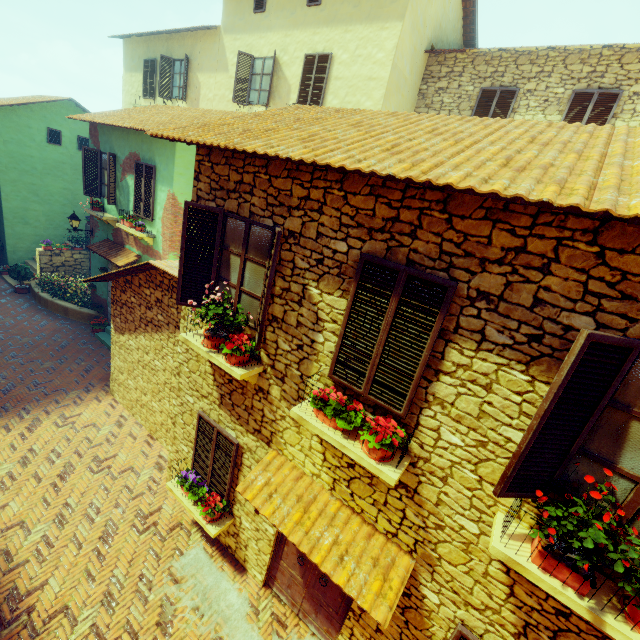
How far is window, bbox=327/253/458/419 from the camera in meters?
3.4

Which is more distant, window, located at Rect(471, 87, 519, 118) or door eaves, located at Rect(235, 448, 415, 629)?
window, located at Rect(471, 87, 519, 118)

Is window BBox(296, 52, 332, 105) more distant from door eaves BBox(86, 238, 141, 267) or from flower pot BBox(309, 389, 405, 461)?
flower pot BBox(309, 389, 405, 461)

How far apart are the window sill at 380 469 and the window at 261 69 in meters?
Answer: 11.4 m

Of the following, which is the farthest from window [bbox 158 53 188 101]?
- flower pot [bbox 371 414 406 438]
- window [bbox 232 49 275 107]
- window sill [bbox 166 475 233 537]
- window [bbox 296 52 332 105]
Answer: flower pot [bbox 371 414 406 438]

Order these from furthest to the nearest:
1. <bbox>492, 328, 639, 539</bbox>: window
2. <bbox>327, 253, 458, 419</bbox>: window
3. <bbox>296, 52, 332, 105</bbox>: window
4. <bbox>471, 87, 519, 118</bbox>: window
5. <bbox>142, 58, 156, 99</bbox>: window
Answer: <bbox>142, 58, 156, 99</bbox>: window, <bbox>296, 52, 332, 105</bbox>: window, <bbox>471, 87, 519, 118</bbox>: window, <bbox>327, 253, 458, 419</bbox>: window, <bbox>492, 328, 639, 539</bbox>: window

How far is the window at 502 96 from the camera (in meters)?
9.69

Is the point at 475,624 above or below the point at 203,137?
below
